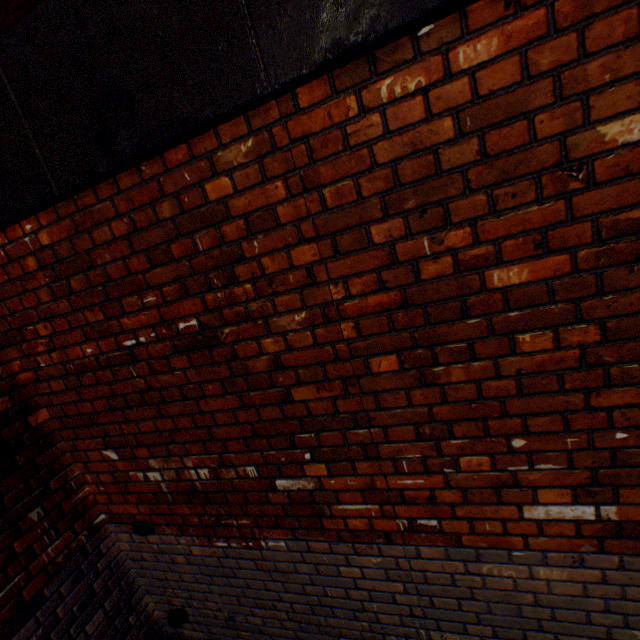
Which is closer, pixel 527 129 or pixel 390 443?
pixel 527 129
